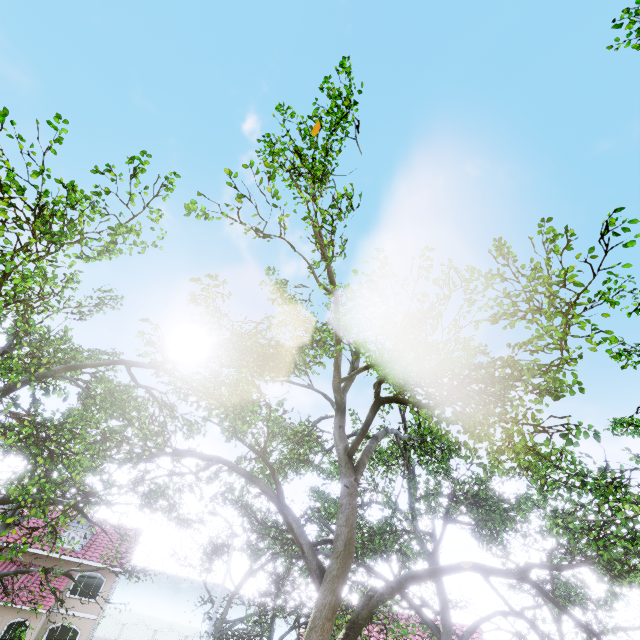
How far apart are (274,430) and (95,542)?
32.03m
